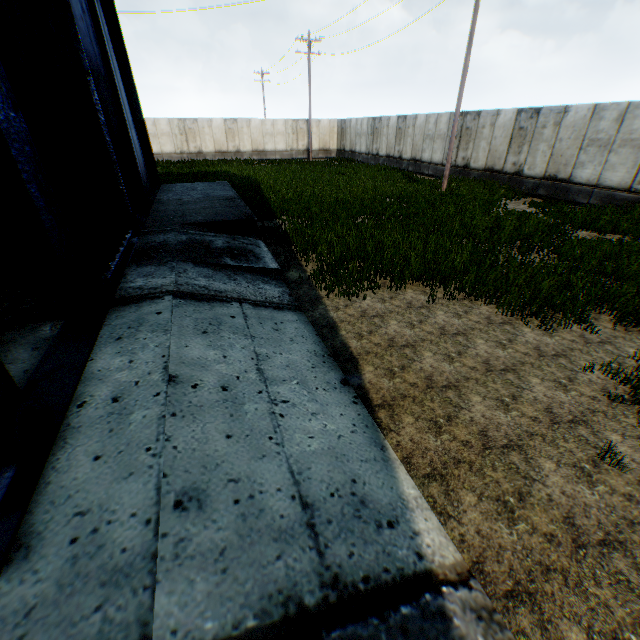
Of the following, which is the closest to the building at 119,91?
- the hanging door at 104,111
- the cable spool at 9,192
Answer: the hanging door at 104,111

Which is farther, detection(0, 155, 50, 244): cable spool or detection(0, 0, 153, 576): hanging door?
detection(0, 155, 50, 244): cable spool

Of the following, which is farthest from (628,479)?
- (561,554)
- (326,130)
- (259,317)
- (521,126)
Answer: (326,130)

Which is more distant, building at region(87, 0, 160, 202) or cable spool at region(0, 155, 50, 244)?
building at region(87, 0, 160, 202)

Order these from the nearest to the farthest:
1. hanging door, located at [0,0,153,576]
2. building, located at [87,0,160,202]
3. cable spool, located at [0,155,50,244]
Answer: hanging door, located at [0,0,153,576] < cable spool, located at [0,155,50,244] < building, located at [87,0,160,202]

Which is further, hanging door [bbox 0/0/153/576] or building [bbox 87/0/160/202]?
building [bbox 87/0/160/202]

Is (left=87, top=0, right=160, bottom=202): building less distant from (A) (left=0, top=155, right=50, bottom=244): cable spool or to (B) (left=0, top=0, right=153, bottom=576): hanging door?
(B) (left=0, top=0, right=153, bottom=576): hanging door
